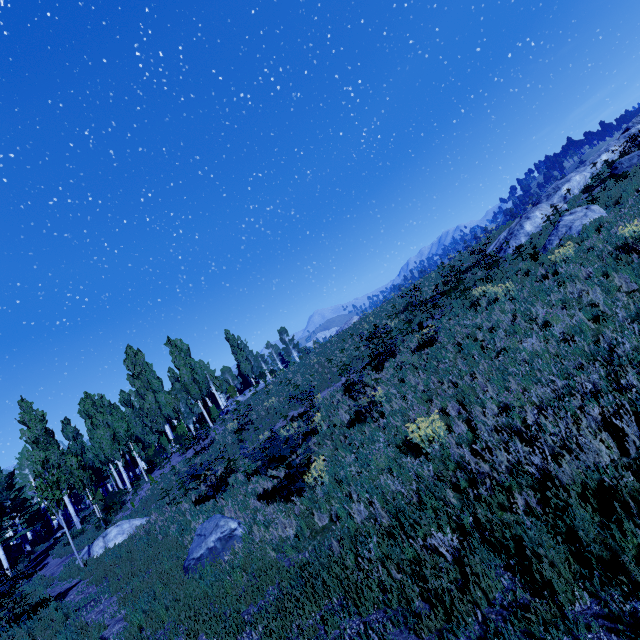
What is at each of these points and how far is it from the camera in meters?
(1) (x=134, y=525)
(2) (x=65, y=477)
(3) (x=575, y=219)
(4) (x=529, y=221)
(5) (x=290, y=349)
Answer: (1) rock, 15.6 m
(2) instancedfoliageactor, 28.1 m
(3) rock, 14.0 m
(4) rock, 20.6 m
(5) instancedfoliageactor, 58.6 m

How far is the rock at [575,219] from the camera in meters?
13.3

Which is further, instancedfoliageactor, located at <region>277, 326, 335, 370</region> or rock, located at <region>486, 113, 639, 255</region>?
instancedfoliageactor, located at <region>277, 326, 335, 370</region>

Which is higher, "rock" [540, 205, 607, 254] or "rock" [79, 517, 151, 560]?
"rock" [540, 205, 607, 254]

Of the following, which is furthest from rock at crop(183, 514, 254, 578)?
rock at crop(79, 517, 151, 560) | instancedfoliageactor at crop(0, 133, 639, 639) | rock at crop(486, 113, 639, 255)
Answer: rock at crop(486, 113, 639, 255)

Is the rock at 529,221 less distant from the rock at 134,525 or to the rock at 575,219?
the rock at 575,219

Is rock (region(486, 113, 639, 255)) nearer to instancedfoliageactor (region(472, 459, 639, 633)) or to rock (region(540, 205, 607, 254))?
rock (region(540, 205, 607, 254))

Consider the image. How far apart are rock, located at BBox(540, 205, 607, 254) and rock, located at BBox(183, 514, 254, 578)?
15.4 meters
